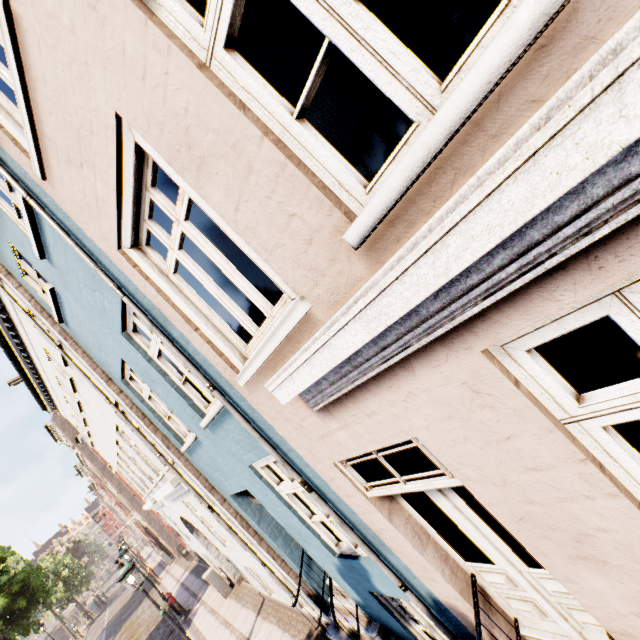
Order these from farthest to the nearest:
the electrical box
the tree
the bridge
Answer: the bridge < the tree < the electrical box

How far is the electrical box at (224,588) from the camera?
11.59m

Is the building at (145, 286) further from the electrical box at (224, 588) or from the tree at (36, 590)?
the tree at (36, 590)

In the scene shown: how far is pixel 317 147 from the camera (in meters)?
1.64

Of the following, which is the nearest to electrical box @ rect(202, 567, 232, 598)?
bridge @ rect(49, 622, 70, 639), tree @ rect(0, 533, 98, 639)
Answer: tree @ rect(0, 533, 98, 639)

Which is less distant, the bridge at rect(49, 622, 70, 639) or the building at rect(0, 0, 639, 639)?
the building at rect(0, 0, 639, 639)

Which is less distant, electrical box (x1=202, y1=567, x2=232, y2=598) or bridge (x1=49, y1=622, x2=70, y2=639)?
electrical box (x1=202, y1=567, x2=232, y2=598)

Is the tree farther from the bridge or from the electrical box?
the electrical box
